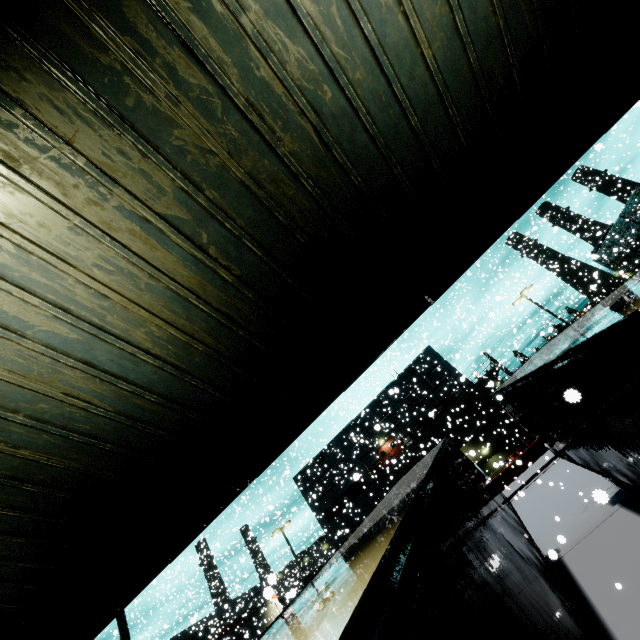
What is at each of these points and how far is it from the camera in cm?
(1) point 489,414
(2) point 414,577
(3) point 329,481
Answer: (1) vent duct, 3397
(2) semi trailer, 197
(3) building, 4050

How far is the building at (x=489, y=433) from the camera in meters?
32.8

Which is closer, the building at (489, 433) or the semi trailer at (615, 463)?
the semi trailer at (615, 463)

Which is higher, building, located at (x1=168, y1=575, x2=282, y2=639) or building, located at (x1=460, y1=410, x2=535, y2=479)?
building, located at (x1=168, y1=575, x2=282, y2=639)

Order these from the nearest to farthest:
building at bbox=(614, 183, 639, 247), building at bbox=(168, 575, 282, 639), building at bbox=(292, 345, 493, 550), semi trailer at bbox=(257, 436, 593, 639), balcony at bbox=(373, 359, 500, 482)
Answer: semi trailer at bbox=(257, 436, 593, 639)
building at bbox=(168, 575, 282, 639)
balcony at bbox=(373, 359, 500, 482)
building at bbox=(292, 345, 493, 550)
building at bbox=(614, 183, 639, 247)

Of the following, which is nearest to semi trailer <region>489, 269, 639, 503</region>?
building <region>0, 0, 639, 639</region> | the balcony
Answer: building <region>0, 0, 639, 639</region>

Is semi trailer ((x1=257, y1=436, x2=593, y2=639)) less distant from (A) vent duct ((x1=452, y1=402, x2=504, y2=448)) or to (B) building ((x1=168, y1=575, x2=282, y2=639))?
(B) building ((x1=168, y1=575, x2=282, y2=639))

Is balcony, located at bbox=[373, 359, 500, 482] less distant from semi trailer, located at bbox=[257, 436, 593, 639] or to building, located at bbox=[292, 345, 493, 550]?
building, located at bbox=[292, 345, 493, 550]
